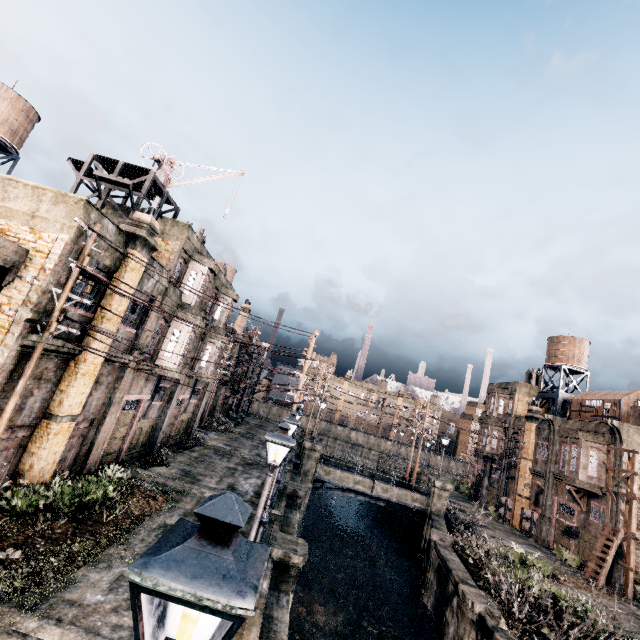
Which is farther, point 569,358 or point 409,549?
point 569,358

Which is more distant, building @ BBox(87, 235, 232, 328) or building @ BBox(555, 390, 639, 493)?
building @ BBox(555, 390, 639, 493)

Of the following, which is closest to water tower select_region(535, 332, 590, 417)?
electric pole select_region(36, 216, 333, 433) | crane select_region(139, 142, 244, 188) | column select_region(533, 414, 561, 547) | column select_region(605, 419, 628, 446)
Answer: column select_region(533, 414, 561, 547)

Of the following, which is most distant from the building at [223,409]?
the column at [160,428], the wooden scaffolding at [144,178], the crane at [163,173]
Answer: the wooden scaffolding at [144,178]

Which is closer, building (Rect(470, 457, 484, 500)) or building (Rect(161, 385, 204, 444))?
building (Rect(161, 385, 204, 444))

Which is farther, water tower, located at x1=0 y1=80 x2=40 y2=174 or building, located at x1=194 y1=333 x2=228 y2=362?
building, located at x1=194 y1=333 x2=228 y2=362

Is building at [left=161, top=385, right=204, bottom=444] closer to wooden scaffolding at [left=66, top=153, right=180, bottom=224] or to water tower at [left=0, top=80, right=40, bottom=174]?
wooden scaffolding at [left=66, top=153, right=180, bottom=224]

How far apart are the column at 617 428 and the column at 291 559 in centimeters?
2737cm
